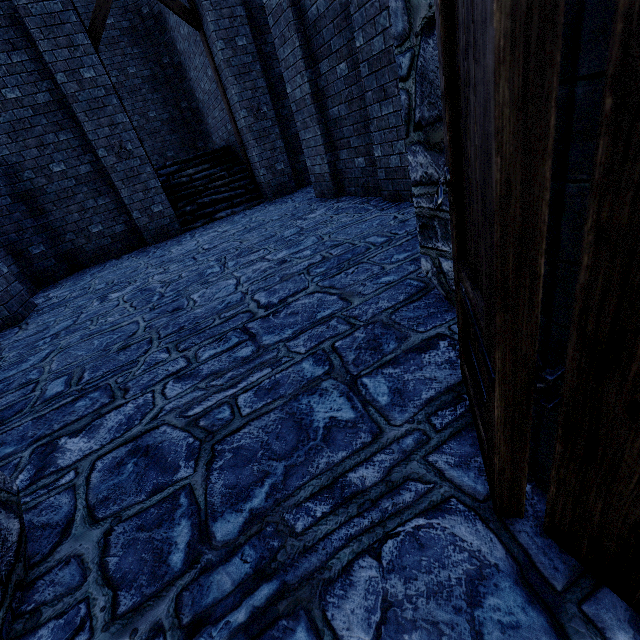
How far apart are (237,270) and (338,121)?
3.9m

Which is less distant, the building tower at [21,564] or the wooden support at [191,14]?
the building tower at [21,564]

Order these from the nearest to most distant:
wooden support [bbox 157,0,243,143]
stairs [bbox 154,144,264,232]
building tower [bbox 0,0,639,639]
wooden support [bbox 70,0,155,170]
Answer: building tower [bbox 0,0,639,639] < wooden support [bbox 70,0,155,170] < wooden support [bbox 157,0,243,143] < stairs [bbox 154,144,264,232]

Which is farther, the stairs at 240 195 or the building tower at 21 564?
the stairs at 240 195

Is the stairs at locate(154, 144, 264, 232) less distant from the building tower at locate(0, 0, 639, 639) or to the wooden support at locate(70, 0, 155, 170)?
the building tower at locate(0, 0, 639, 639)

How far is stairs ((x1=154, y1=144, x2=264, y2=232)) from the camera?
9.6m

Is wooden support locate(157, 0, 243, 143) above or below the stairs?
above
